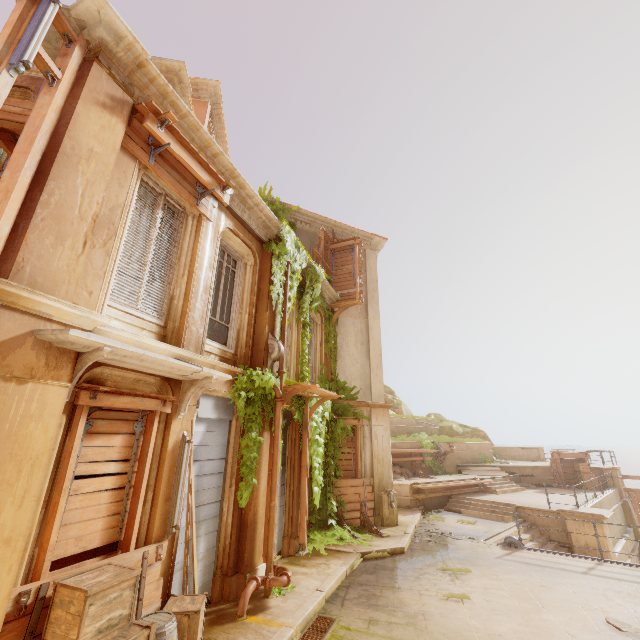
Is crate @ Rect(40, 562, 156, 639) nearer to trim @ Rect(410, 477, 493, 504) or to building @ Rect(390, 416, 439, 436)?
building @ Rect(390, 416, 439, 436)

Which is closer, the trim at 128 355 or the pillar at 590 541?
the trim at 128 355

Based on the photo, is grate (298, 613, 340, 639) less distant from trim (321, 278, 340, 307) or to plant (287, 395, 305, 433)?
plant (287, 395, 305, 433)

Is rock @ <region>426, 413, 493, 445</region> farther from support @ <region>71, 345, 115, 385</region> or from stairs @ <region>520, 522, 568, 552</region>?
support @ <region>71, 345, 115, 385</region>

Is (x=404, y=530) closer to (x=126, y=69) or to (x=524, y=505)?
(x=524, y=505)

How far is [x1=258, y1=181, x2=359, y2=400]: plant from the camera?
9.2m

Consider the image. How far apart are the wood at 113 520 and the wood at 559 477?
24.11m

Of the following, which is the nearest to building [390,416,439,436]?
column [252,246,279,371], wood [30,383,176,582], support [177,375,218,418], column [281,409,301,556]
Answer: column [281,409,301,556]
